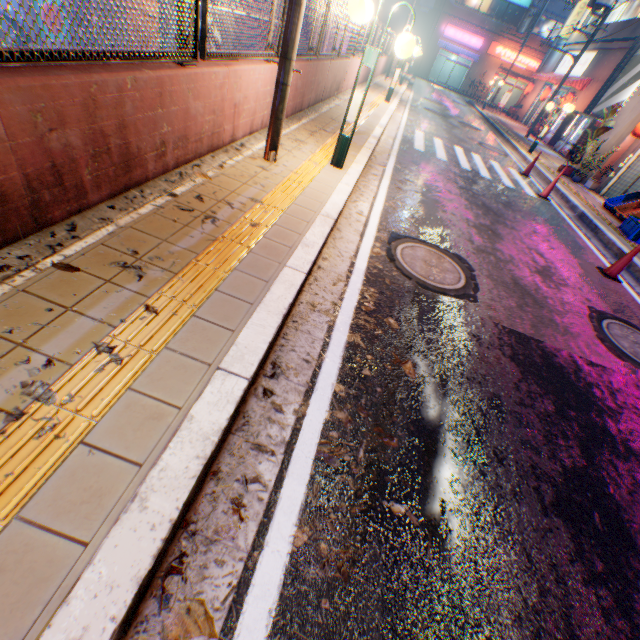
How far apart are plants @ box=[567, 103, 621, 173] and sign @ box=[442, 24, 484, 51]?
34.5 meters

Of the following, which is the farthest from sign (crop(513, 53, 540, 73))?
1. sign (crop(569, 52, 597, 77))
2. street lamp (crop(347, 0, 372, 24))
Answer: street lamp (crop(347, 0, 372, 24))

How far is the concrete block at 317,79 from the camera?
6.73m

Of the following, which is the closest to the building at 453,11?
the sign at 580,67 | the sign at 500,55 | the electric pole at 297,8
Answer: the sign at 500,55

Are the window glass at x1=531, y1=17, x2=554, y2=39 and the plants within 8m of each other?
no

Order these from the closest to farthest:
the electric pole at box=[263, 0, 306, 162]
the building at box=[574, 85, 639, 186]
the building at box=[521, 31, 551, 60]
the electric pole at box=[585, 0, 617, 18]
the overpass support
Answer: the electric pole at box=[263, 0, 306, 162], the building at box=[574, 85, 639, 186], the electric pole at box=[585, 0, 617, 18], the overpass support, the building at box=[521, 31, 551, 60]

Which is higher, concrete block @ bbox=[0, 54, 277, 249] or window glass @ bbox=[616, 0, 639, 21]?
window glass @ bbox=[616, 0, 639, 21]

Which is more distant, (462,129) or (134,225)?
(462,129)
